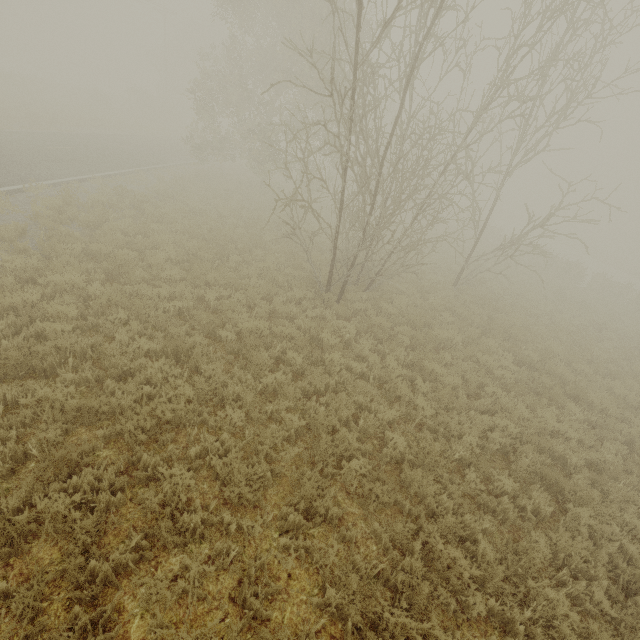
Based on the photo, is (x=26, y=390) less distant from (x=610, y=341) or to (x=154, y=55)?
(x=610, y=341)
